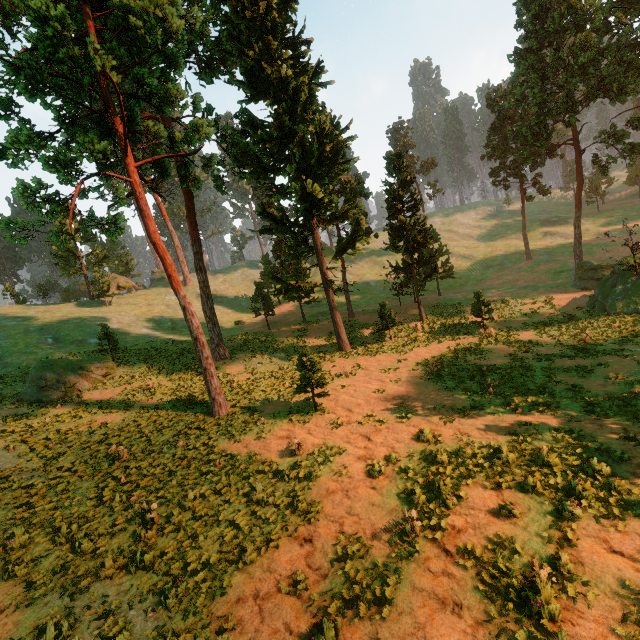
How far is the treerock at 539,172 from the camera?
45.0m

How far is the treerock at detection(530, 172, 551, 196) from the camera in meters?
45.0 m

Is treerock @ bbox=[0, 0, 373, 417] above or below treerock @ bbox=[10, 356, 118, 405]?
above

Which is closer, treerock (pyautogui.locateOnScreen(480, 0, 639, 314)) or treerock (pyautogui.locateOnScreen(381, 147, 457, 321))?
treerock (pyautogui.locateOnScreen(480, 0, 639, 314))

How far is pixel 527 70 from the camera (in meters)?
30.41

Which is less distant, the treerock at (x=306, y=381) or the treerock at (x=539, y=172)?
the treerock at (x=306, y=381)
